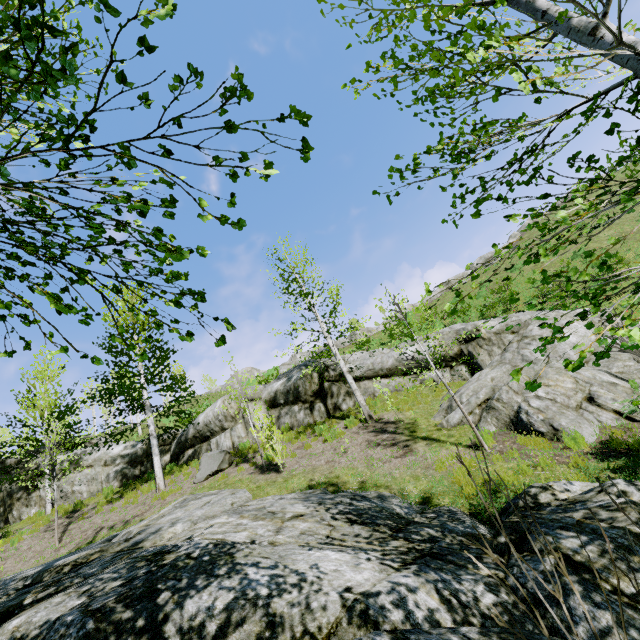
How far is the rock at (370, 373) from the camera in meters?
14.2

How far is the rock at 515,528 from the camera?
2.8 meters

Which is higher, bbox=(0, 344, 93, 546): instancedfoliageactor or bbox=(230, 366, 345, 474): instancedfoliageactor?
bbox=(0, 344, 93, 546): instancedfoliageactor

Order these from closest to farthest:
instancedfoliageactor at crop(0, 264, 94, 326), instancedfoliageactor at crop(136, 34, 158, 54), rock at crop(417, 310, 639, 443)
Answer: instancedfoliageactor at crop(136, 34, 158, 54), instancedfoliageactor at crop(0, 264, 94, 326), rock at crop(417, 310, 639, 443)

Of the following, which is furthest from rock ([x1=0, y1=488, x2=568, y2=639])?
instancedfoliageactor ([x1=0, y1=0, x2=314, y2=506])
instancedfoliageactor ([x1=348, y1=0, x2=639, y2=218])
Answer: instancedfoliageactor ([x1=348, y1=0, x2=639, y2=218])

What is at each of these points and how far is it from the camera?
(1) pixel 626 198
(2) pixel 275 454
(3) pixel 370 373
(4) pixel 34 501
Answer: (1) instancedfoliageactor, 2.06m
(2) instancedfoliageactor, 11.70m
(3) rock, 14.74m
(4) rock, 16.45m
